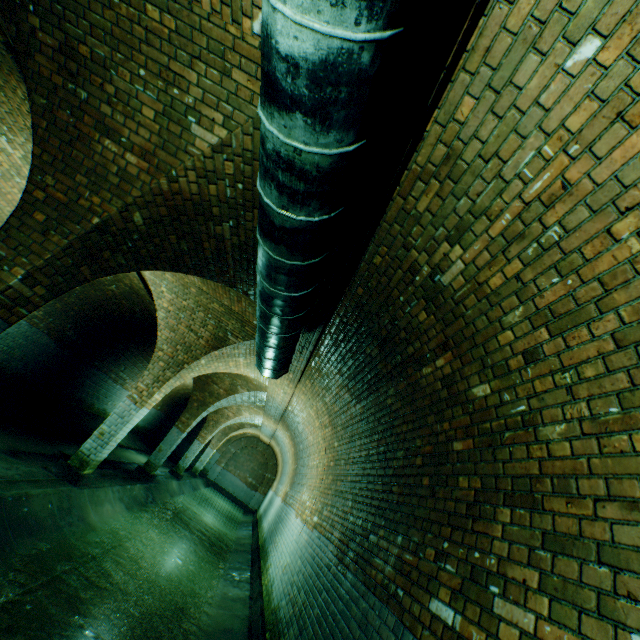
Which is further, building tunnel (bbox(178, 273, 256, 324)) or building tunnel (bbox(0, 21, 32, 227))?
building tunnel (bbox(178, 273, 256, 324))

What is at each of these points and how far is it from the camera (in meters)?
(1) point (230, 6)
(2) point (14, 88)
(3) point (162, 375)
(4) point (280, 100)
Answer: (1) building tunnel, 2.27
(2) building tunnel, 4.48
(3) support arch, 7.68
(4) pipe, 1.51

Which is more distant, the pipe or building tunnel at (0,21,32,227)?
building tunnel at (0,21,32,227)

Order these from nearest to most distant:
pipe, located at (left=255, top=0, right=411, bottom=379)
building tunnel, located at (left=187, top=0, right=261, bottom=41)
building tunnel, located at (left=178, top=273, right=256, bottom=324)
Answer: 1. pipe, located at (left=255, top=0, right=411, bottom=379)
2. building tunnel, located at (left=187, top=0, right=261, bottom=41)
3. building tunnel, located at (left=178, top=273, right=256, bottom=324)

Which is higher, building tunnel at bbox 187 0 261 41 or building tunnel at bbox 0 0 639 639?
building tunnel at bbox 187 0 261 41

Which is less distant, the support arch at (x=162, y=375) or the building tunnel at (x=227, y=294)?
the support arch at (x=162, y=375)

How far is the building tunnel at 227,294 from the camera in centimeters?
619cm

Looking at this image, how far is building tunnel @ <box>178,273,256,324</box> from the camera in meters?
6.2 m
